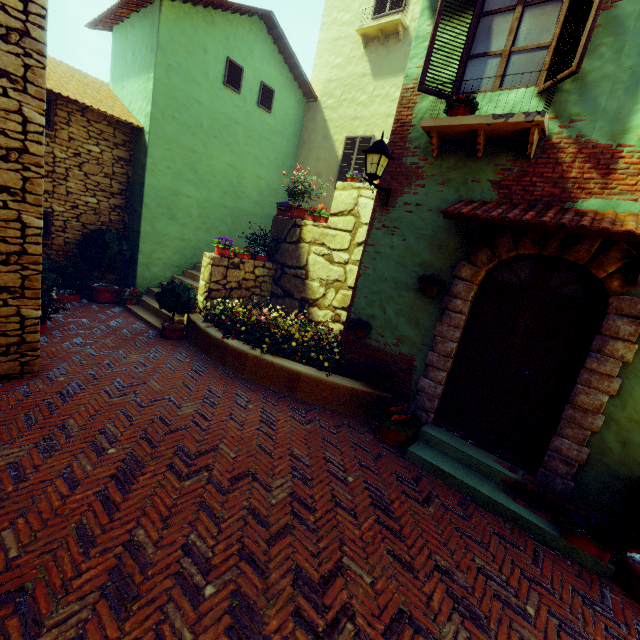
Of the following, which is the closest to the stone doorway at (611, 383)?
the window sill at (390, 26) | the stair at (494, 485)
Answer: the stair at (494, 485)

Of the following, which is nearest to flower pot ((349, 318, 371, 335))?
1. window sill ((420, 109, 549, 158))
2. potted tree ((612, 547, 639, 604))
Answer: window sill ((420, 109, 549, 158))

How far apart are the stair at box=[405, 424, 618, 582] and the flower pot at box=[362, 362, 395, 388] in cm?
81

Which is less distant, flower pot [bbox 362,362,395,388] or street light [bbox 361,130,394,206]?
street light [bbox 361,130,394,206]

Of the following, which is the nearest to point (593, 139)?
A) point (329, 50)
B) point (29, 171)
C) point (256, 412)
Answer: A: point (256, 412)

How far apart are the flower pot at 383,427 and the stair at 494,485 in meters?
0.0

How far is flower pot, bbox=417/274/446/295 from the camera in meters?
4.8

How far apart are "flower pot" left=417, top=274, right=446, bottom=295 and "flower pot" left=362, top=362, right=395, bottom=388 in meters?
1.4 m
